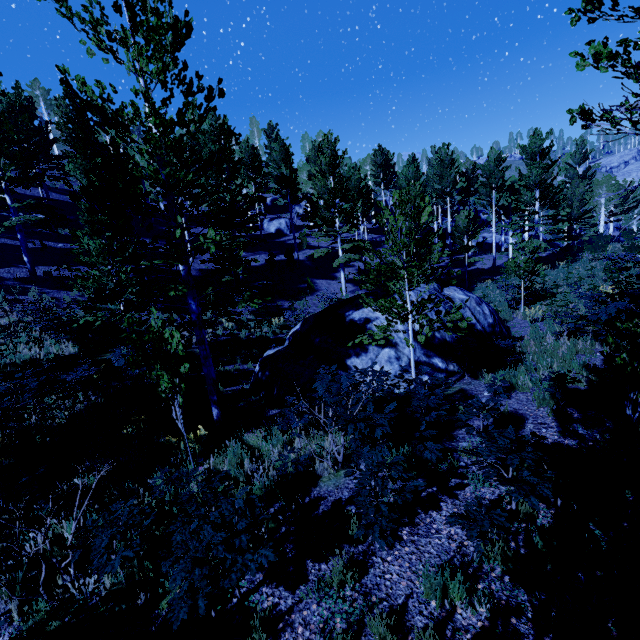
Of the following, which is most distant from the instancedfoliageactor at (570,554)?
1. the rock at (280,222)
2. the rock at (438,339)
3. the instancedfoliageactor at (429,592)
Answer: the rock at (280,222)

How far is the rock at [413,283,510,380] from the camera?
10.29m

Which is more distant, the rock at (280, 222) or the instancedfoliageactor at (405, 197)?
the rock at (280, 222)

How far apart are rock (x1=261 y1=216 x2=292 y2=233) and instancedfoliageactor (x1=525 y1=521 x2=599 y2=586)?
36.1m

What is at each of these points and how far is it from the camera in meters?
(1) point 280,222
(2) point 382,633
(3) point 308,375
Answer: (1) rock, 37.1
(2) instancedfoliageactor, 3.1
(3) rock, 10.4

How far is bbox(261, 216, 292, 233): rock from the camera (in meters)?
36.88

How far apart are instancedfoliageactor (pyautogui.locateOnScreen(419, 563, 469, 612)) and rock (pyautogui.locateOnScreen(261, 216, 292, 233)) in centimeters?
3608cm

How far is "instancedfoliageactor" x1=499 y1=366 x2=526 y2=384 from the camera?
7.9m
